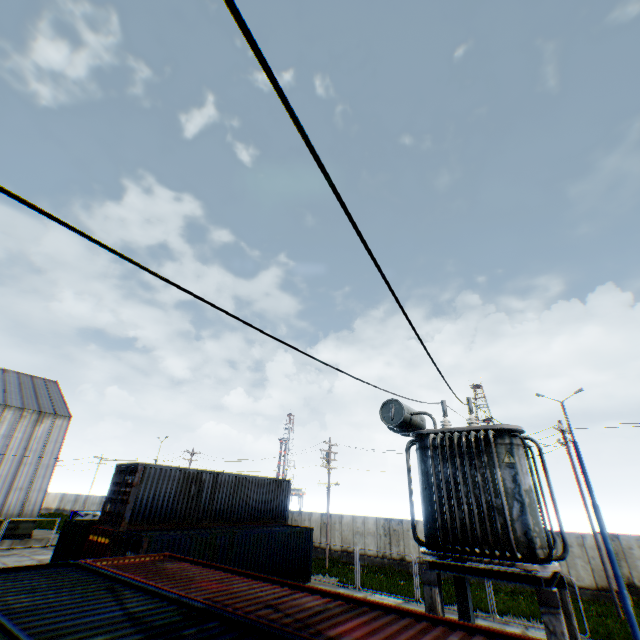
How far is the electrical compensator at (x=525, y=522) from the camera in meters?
6.8 m

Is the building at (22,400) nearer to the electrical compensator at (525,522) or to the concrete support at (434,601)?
the electrical compensator at (525,522)

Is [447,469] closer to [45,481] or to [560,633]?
[560,633]

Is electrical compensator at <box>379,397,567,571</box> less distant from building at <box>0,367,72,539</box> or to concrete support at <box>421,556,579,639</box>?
concrete support at <box>421,556,579,639</box>

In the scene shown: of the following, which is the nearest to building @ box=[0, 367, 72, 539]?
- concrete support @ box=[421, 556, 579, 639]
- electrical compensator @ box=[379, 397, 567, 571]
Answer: electrical compensator @ box=[379, 397, 567, 571]

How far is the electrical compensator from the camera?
6.81m

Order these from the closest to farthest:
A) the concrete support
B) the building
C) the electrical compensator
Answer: the concrete support
the electrical compensator
the building
